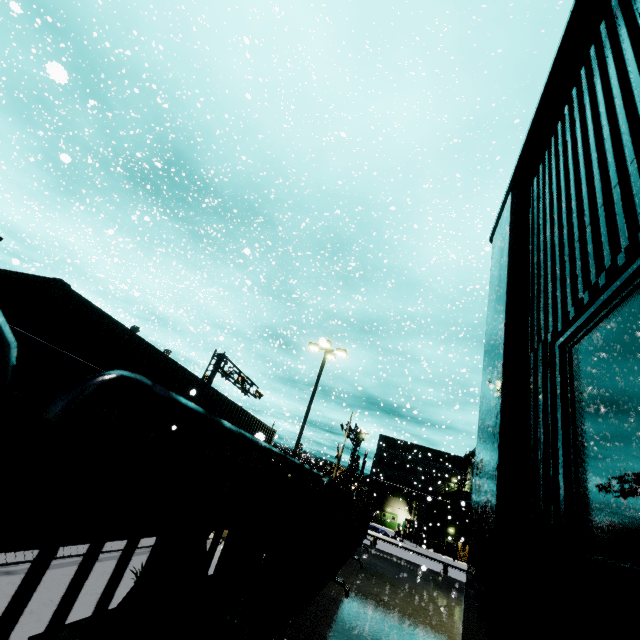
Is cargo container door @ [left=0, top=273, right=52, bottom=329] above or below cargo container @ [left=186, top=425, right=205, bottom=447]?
above

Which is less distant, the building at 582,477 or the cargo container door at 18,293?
the building at 582,477

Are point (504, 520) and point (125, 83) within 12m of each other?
no

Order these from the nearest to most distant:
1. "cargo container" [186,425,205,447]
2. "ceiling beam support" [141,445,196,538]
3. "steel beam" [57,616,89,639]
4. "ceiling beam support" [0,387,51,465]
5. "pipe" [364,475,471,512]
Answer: "ceiling beam support" [0,387,51,465] < "ceiling beam support" [141,445,196,538] < "steel beam" [57,616,89,639] < "cargo container" [186,425,205,447] < "pipe" [364,475,471,512]

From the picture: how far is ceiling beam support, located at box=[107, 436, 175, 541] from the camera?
1.2m

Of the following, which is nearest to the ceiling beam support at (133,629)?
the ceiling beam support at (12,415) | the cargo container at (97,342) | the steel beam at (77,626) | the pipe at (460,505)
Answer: the ceiling beam support at (12,415)

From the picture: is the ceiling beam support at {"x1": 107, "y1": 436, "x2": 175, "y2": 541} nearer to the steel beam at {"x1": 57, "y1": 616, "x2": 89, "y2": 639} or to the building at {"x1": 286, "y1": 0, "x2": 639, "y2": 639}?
the building at {"x1": 286, "y1": 0, "x2": 639, "y2": 639}

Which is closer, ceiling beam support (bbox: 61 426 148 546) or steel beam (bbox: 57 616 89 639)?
ceiling beam support (bbox: 61 426 148 546)
